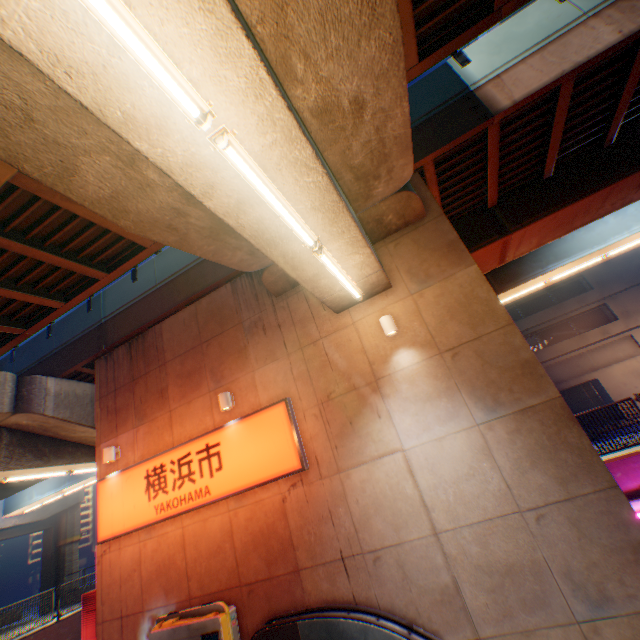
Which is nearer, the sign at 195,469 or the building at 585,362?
the sign at 195,469

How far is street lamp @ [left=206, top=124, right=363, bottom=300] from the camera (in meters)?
3.34

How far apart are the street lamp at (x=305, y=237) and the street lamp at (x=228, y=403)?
4.1 meters

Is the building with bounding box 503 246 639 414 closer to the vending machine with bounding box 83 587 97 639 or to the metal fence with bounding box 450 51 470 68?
the metal fence with bounding box 450 51 470 68

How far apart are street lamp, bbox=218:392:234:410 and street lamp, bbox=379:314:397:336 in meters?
4.3 m

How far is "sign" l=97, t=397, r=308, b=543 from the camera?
7.4m

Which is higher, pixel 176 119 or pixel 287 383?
pixel 176 119

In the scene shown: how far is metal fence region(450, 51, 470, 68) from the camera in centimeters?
858cm
